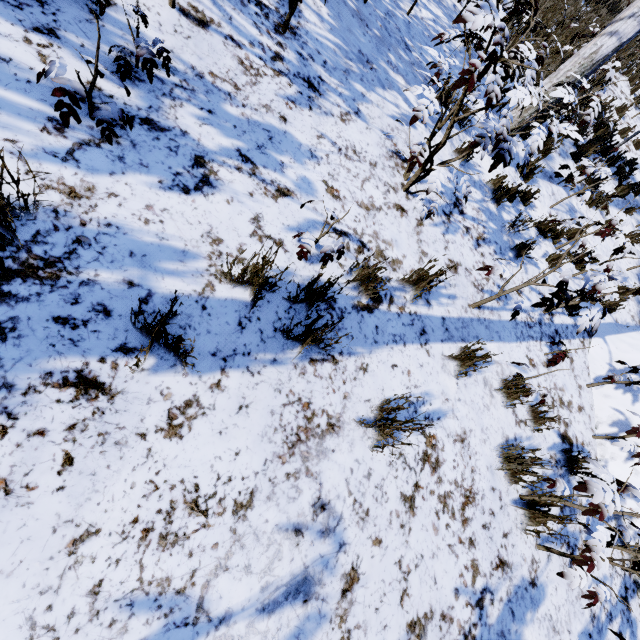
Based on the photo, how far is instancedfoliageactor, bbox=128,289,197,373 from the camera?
1.3m

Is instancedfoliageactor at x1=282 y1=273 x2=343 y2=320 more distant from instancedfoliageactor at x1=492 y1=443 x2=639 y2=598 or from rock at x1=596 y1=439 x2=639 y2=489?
instancedfoliageactor at x1=492 y1=443 x2=639 y2=598

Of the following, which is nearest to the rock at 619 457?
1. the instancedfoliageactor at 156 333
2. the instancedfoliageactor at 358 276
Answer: the instancedfoliageactor at 358 276

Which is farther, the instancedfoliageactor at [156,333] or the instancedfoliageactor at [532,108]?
the instancedfoliageactor at [532,108]

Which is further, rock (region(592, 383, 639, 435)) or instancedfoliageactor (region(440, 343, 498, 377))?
rock (region(592, 383, 639, 435))

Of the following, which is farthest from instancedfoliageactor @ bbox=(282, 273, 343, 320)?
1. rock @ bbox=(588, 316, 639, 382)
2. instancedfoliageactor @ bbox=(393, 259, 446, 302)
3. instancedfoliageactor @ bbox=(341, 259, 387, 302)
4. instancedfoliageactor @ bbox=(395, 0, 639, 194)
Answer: instancedfoliageactor @ bbox=(395, 0, 639, 194)

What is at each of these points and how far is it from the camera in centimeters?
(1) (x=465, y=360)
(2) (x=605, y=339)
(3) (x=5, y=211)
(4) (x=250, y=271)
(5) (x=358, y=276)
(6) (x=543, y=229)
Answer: (1) instancedfoliageactor, 276cm
(2) rock, 487cm
(3) instancedfoliageactor, 118cm
(4) instancedfoliageactor, 186cm
(5) instancedfoliageactor, 242cm
(6) instancedfoliageactor, 512cm

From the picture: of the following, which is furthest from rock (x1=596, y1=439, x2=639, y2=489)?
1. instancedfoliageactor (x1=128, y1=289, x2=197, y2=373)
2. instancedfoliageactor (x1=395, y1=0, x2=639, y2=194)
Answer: instancedfoliageactor (x1=128, y1=289, x2=197, y2=373)
